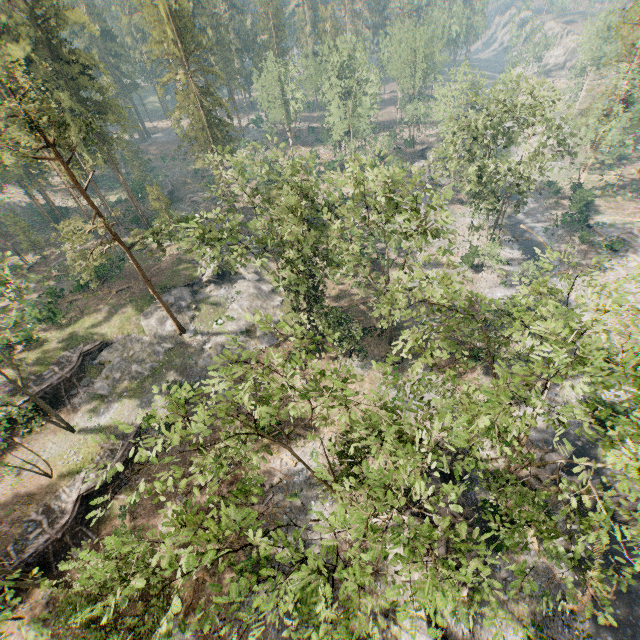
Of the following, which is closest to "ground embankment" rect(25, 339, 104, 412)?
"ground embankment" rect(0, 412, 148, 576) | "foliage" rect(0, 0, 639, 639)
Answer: "foliage" rect(0, 0, 639, 639)

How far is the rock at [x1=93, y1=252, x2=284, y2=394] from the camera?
33.2 meters

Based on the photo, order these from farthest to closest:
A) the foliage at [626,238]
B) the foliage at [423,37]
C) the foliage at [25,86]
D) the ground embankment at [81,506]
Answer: the foliage at [423,37] → the foliage at [626,238] → the ground embankment at [81,506] → the foliage at [25,86]

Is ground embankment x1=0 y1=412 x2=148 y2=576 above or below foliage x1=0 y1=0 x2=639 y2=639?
below

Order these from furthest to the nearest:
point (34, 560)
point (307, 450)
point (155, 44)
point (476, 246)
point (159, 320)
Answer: point (476, 246) → point (155, 44) → point (159, 320) → point (307, 450) → point (34, 560)

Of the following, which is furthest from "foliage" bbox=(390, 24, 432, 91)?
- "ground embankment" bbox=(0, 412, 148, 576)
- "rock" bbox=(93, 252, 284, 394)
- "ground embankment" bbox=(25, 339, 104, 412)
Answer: "ground embankment" bbox=(25, 339, 104, 412)

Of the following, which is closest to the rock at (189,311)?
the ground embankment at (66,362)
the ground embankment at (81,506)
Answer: the ground embankment at (66,362)

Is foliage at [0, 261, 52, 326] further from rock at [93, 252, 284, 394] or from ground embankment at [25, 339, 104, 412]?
ground embankment at [25, 339, 104, 412]
